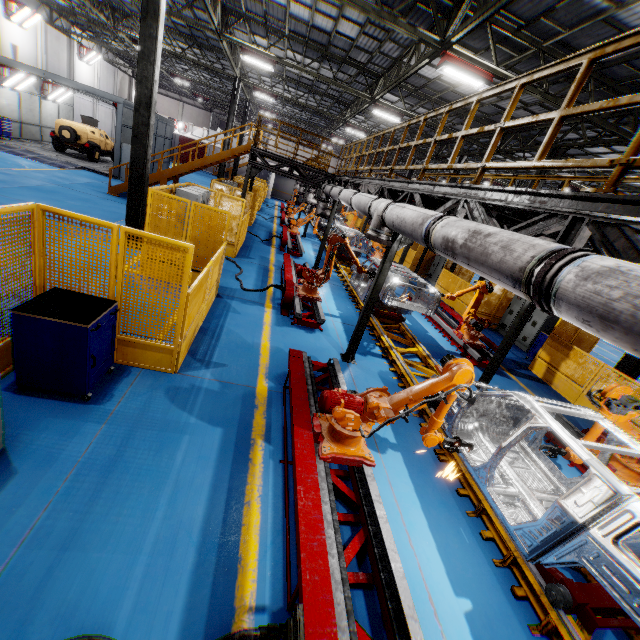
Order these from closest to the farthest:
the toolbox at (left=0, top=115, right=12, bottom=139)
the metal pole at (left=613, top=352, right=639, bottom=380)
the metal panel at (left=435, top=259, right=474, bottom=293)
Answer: the metal pole at (left=613, top=352, right=639, bottom=380)
the metal panel at (left=435, top=259, right=474, bottom=293)
the toolbox at (left=0, top=115, right=12, bottom=139)

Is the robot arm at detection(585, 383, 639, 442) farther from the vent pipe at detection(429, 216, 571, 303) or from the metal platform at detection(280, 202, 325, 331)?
the metal platform at detection(280, 202, 325, 331)

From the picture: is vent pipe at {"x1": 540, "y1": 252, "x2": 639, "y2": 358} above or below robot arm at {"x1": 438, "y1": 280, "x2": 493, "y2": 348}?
above

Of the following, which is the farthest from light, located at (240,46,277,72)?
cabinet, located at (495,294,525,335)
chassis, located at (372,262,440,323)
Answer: cabinet, located at (495,294,525,335)

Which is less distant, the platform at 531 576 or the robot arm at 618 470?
the platform at 531 576

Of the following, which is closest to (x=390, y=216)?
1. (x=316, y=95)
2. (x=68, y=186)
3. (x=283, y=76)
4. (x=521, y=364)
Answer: (x=521, y=364)

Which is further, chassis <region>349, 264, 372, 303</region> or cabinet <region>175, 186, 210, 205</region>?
chassis <region>349, 264, 372, 303</region>

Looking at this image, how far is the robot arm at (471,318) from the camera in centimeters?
1012cm
